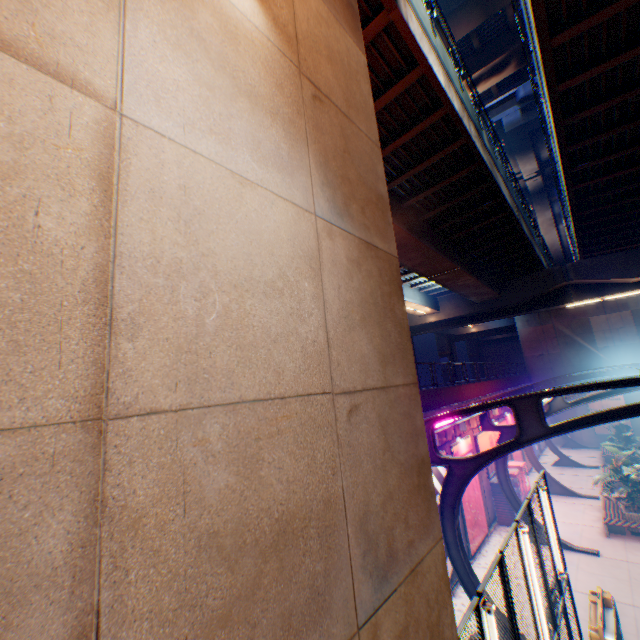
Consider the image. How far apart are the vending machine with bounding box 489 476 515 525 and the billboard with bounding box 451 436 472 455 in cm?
155

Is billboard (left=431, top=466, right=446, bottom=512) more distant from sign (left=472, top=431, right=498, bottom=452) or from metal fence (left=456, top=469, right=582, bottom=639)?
sign (left=472, top=431, right=498, bottom=452)

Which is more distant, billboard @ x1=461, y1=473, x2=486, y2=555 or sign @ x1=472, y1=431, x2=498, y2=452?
sign @ x1=472, y1=431, x2=498, y2=452

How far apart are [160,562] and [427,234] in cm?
1677

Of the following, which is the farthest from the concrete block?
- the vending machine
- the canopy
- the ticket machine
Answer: the ticket machine

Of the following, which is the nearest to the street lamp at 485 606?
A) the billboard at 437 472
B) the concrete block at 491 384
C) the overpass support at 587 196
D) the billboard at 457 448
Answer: the concrete block at 491 384

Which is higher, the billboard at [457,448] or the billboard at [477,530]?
the billboard at [457,448]
